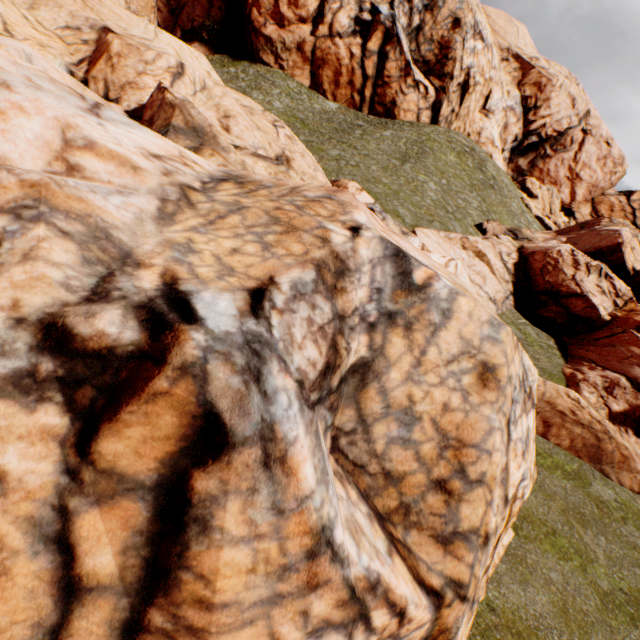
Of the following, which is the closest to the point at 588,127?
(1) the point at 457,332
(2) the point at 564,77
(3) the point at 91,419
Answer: (2) the point at 564,77
